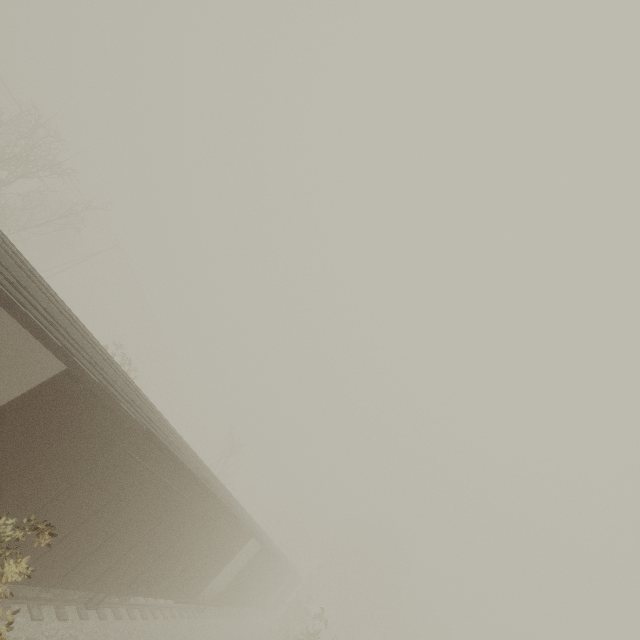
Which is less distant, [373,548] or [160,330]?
[373,548]
